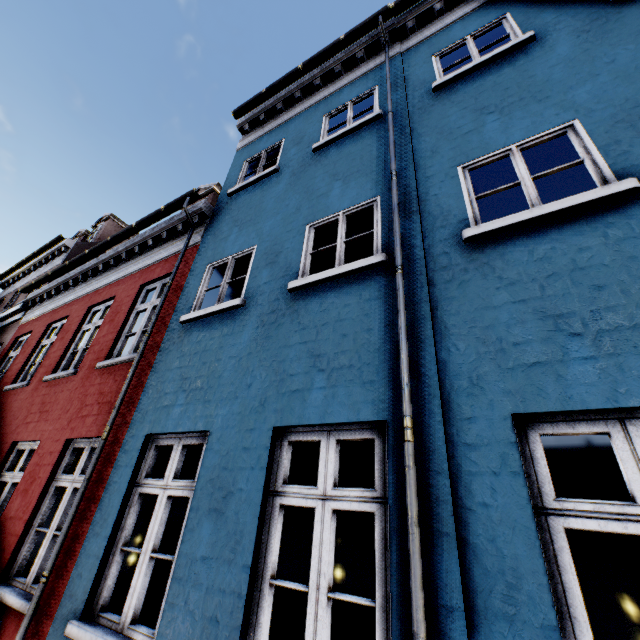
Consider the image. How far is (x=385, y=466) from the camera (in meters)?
2.46
